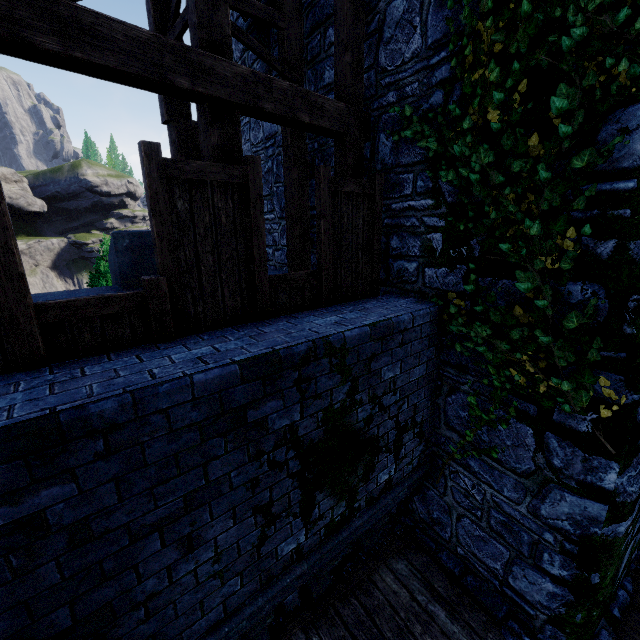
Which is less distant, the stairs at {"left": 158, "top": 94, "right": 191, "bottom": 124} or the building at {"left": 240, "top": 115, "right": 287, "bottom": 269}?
the stairs at {"left": 158, "top": 94, "right": 191, "bottom": 124}

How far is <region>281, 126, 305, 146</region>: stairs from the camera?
5.57m

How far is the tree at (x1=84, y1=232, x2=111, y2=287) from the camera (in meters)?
13.95

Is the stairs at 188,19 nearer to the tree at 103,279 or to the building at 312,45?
the building at 312,45

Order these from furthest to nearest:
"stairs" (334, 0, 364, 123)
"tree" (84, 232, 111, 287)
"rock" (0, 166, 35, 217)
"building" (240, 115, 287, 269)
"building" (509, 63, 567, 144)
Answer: "rock" (0, 166, 35, 217) < "tree" (84, 232, 111, 287) < "building" (240, 115, 287, 269) < "stairs" (334, 0, 364, 123) < "building" (509, 63, 567, 144)

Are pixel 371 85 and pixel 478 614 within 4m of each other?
no

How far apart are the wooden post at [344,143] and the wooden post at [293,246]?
1.1m
